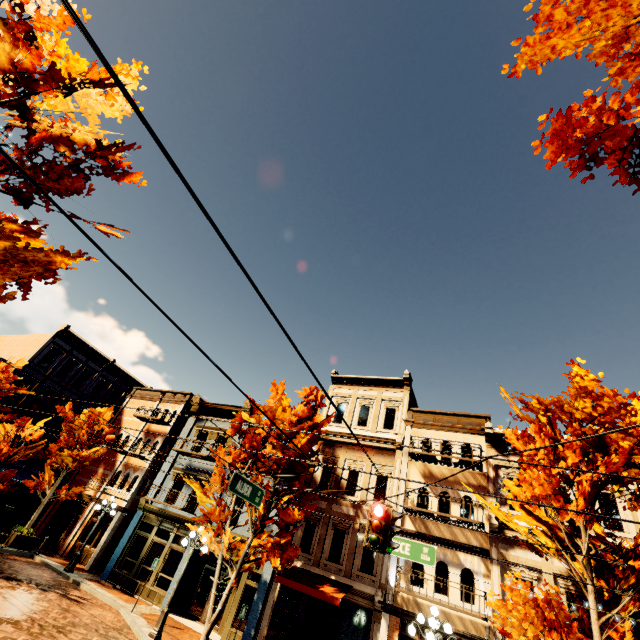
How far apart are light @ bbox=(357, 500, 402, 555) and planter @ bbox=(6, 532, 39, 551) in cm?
2145

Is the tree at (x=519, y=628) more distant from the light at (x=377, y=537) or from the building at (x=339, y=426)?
the light at (x=377, y=537)

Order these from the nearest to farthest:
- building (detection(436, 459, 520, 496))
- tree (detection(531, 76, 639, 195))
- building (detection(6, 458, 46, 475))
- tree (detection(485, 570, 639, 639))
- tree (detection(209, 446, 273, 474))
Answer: tree (detection(531, 76, 639, 195))
tree (detection(485, 570, 639, 639))
building (detection(436, 459, 520, 496))
tree (detection(209, 446, 273, 474))
building (detection(6, 458, 46, 475))

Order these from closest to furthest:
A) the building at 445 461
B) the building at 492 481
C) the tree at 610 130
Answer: the tree at 610 130 → the building at 492 481 → the building at 445 461

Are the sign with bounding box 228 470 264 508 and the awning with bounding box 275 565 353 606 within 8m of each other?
yes

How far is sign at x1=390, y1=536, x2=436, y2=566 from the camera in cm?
862

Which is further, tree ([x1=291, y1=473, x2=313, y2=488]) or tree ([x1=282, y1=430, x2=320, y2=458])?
tree ([x1=291, y1=473, x2=313, y2=488])

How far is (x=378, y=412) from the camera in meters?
19.2
